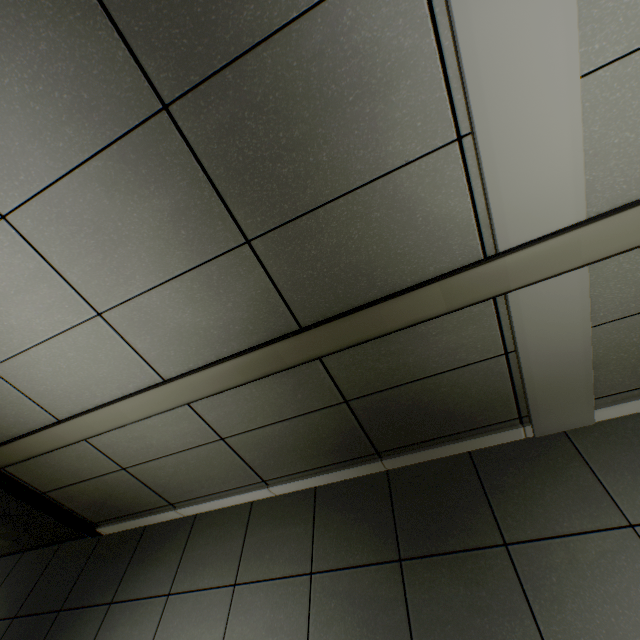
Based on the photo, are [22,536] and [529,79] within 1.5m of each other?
no
